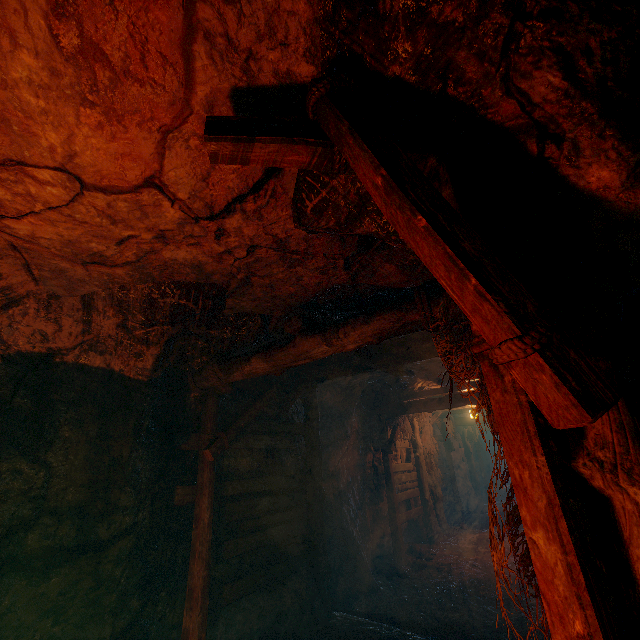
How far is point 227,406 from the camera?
5.74m

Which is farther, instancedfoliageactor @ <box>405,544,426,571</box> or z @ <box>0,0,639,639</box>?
instancedfoliageactor @ <box>405,544,426,571</box>

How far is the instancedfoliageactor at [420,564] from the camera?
7.8m

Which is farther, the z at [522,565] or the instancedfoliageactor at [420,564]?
the instancedfoliageactor at [420,564]

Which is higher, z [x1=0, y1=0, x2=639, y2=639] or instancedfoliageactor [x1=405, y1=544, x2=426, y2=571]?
z [x1=0, y1=0, x2=639, y2=639]

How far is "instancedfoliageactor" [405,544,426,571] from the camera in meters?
7.8
